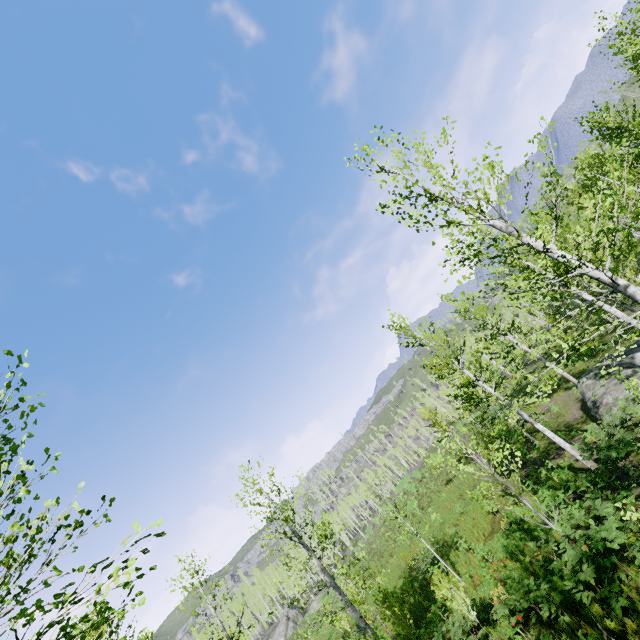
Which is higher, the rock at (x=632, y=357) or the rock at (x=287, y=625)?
the rock at (x=287, y=625)

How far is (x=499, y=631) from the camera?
9.68m

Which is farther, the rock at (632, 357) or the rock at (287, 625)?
the rock at (287, 625)

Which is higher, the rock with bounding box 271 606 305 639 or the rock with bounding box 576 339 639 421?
the rock with bounding box 271 606 305 639

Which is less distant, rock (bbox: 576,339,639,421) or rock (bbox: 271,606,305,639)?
rock (bbox: 576,339,639,421)
